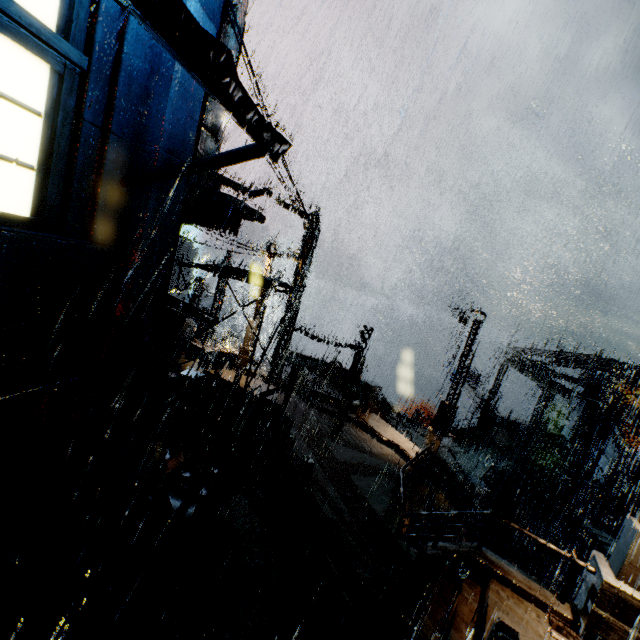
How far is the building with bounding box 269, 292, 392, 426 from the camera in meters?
18.3

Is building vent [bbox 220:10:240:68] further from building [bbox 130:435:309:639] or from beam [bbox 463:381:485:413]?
beam [bbox 463:381:485:413]

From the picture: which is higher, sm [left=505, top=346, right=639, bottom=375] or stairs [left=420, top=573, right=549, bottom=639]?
sm [left=505, top=346, right=639, bottom=375]

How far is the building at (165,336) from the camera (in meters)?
7.69

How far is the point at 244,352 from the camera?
19.4m

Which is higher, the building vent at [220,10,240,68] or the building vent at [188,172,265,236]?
the building vent at [220,10,240,68]

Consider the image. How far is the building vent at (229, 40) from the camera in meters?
7.8 m
